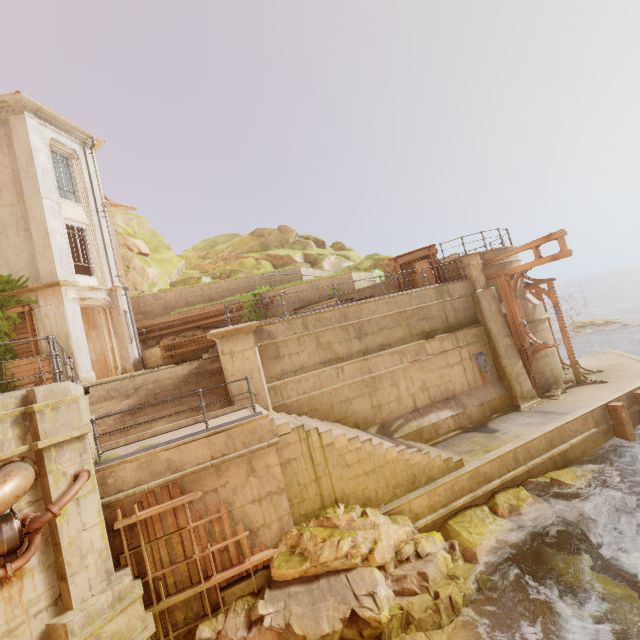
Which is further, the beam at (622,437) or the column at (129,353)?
the column at (129,353)

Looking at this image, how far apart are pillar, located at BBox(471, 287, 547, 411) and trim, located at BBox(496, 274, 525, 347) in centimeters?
13cm

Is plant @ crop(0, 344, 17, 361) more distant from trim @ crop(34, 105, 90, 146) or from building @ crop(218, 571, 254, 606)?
trim @ crop(34, 105, 90, 146)

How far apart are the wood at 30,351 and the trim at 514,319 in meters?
20.2 m

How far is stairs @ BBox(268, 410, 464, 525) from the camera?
8.1m

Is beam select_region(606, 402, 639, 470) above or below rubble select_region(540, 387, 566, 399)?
below

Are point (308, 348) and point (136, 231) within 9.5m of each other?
no

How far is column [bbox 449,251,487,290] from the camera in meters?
14.5 m
